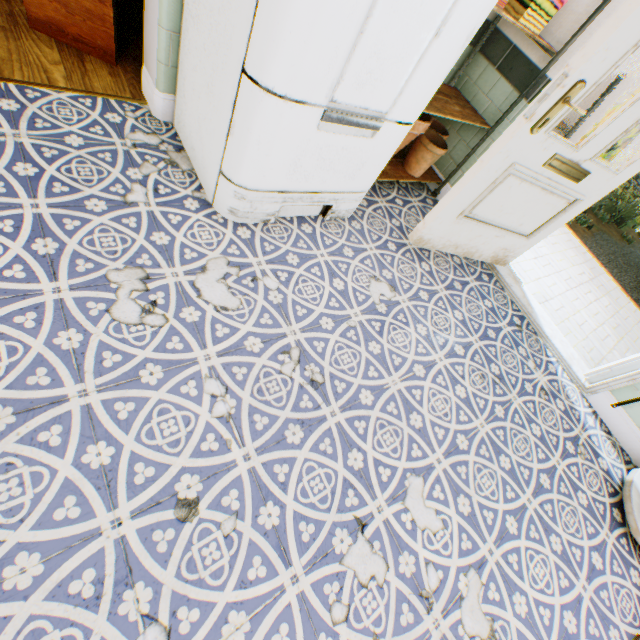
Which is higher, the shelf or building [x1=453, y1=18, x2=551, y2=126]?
building [x1=453, y1=18, x2=551, y2=126]

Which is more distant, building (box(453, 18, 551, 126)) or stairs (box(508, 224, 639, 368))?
stairs (box(508, 224, 639, 368))

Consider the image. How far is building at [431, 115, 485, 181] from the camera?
2.76m

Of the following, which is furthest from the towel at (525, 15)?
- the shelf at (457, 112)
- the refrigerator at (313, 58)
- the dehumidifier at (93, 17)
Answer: the dehumidifier at (93, 17)

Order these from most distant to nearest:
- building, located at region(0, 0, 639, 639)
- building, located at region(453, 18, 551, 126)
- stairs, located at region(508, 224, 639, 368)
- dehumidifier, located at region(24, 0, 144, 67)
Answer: stairs, located at region(508, 224, 639, 368) → building, located at region(453, 18, 551, 126) → dehumidifier, located at region(24, 0, 144, 67) → building, located at region(0, 0, 639, 639)

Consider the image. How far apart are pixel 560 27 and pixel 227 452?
3.34m

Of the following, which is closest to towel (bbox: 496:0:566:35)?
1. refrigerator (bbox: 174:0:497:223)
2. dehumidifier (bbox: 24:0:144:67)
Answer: refrigerator (bbox: 174:0:497:223)

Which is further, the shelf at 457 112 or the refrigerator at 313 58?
the shelf at 457 112
